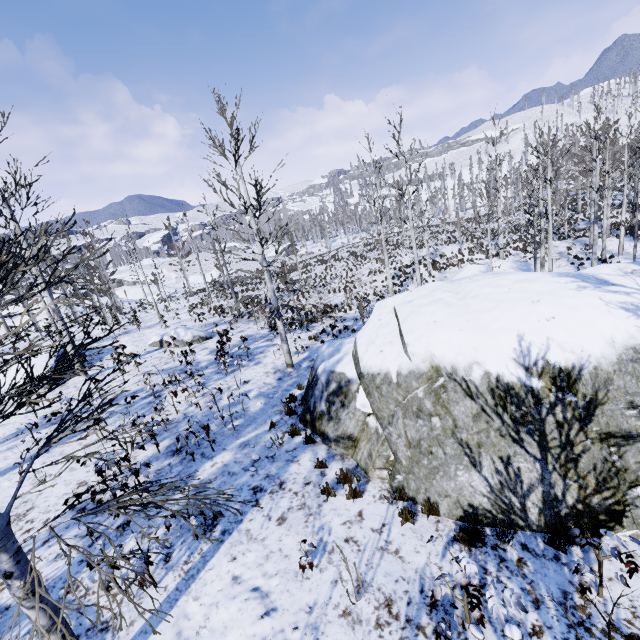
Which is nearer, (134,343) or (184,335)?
(184,335)

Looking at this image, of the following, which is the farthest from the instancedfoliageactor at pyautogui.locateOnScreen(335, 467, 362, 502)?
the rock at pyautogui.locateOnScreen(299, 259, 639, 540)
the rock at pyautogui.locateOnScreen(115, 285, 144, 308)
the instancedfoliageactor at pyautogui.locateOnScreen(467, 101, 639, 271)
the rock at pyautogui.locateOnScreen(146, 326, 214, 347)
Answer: the rock at pyautogui.locateOnScreen(115, 285, 144, 308)

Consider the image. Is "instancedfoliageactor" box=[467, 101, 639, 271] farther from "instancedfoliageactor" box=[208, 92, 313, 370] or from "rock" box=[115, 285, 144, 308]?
"rock" box=[115, 285, 144, 308]

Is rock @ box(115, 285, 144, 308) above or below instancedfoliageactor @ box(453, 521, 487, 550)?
above

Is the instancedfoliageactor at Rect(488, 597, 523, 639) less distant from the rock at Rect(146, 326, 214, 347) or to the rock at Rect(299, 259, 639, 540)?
the rock at Rect(299, 259, 639, 540)

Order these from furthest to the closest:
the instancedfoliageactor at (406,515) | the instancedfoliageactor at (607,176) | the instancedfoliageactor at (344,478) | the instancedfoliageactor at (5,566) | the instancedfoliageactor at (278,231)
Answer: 1. the instancedfoliageactor at (607,176)
2. the instancedfoliageactor at (278,231)
3. the instancedfoliageactor at (344,478)
4. the instancedfoliageactor at (406,515)
5. the instancedfoliageactor at (5,566)

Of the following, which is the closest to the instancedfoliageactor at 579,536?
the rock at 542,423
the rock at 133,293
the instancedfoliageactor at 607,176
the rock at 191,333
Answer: the rock at 542,423

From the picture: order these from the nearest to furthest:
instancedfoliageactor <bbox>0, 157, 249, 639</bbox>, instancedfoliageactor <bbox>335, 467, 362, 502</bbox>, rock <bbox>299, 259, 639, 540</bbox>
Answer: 1. instancedfoliageactor <bbox>0, 157, 249, 639</bbox>
2. rock <bbox>299, 259, 639, 540</bbox>
3. instancedfoliageactor <bbox>335, 467, 362, 502</bbox>
